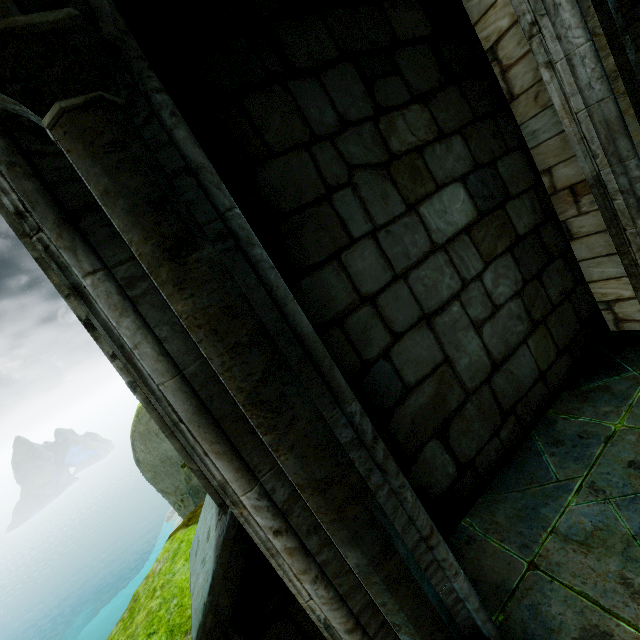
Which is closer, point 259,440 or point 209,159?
point 259,440

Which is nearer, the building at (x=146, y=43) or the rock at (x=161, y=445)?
the building at (x=146, y=43)

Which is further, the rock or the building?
the rock
